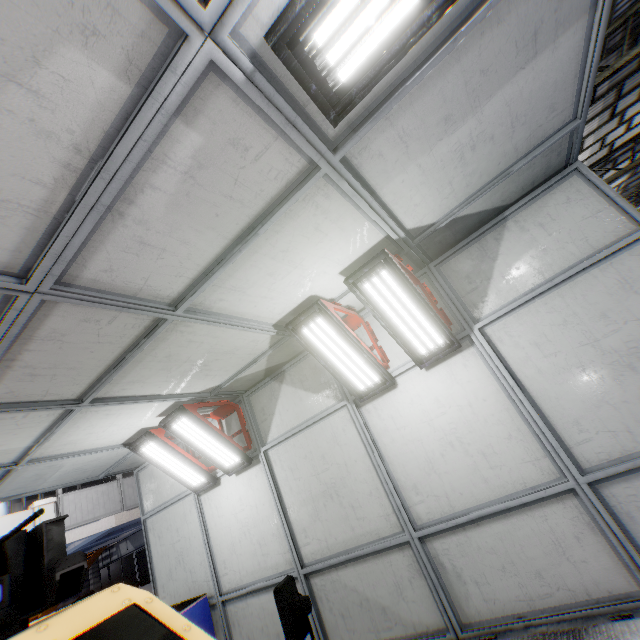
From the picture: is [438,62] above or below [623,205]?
above

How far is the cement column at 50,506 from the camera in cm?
1047

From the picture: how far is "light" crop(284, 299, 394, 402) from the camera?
4.1m

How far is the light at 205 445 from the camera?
5.32m

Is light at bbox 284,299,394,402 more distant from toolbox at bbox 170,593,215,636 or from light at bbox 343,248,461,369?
toolbox at bbox 170,593,215,636

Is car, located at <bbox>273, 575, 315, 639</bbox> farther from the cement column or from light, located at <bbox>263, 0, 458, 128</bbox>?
the cement column

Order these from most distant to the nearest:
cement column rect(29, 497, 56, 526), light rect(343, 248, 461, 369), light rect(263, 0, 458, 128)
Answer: cement column rect(29, 497, 56, 526), light rect(343, 248, 461, 369), light rect(263, 0, 458, 128)

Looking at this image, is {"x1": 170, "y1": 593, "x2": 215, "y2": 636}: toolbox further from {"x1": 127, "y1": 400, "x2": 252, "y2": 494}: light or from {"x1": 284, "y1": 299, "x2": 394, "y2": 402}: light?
{"x1": 284, "y1": 299, "x2": 394, "y2": 402}: light
